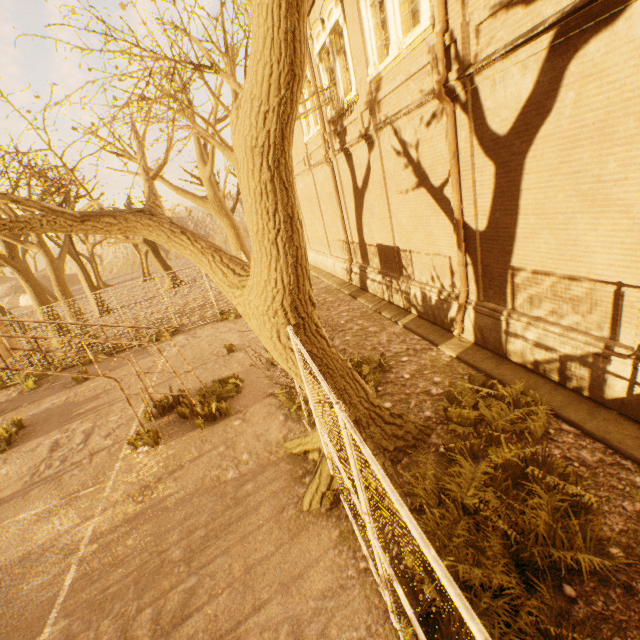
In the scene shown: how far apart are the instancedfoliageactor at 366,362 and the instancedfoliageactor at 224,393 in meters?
2.6

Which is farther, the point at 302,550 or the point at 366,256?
the point at 366,256

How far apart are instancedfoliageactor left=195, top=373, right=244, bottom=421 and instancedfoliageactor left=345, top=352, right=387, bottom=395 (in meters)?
2.58

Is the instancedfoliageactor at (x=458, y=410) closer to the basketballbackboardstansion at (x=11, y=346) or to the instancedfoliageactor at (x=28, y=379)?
the basketballbackboardstansion at (x=11, y=346)

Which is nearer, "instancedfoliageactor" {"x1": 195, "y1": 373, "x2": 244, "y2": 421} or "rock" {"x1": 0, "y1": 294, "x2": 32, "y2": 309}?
"instancedfoliageactor" {"x1": 195, "y1": 373, "x2": 244, "y2": 421}

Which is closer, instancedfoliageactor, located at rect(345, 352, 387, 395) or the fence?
the fence

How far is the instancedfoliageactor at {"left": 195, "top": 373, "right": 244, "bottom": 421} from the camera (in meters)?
7.93

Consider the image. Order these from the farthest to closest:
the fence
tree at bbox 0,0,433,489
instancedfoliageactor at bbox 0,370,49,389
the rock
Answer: the rock, instancedfoliageactor at bbox 0,370,49,389, tree at bbox 0,0,433,489, the fence
